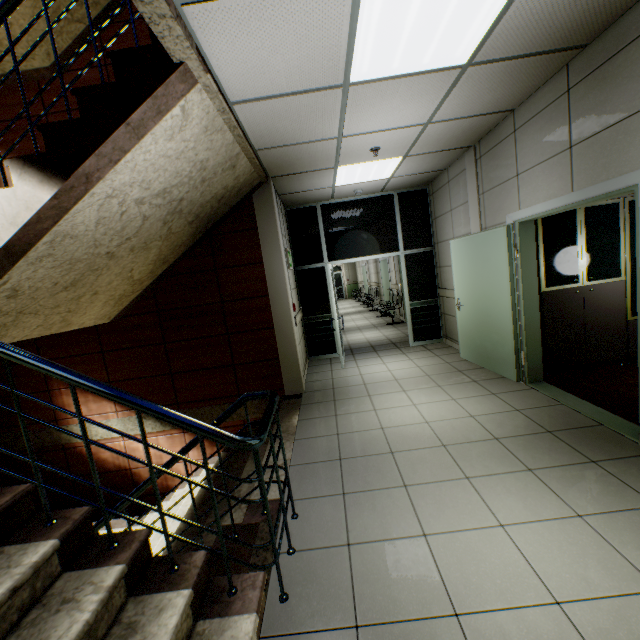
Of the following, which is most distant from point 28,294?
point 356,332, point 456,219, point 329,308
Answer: point 356,332

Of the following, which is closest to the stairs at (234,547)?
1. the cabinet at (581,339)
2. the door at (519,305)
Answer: the door at (519,305)

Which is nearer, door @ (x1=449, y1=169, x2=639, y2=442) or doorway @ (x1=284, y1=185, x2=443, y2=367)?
door @ (x1=449, y1=169, x2=639, y2=442)

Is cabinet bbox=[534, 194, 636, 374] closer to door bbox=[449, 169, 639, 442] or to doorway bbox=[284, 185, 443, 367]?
door bbox=[449, 169, 639, 442]

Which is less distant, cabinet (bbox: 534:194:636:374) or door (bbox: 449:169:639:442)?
door (bbox: 449:169:639:442)

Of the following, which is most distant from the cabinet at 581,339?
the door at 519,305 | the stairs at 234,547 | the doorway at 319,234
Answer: the stairs at 234,547

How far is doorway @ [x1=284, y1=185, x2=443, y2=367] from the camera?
6.6m

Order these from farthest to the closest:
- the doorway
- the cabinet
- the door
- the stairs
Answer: the doorway < the cabinet < the door < the stairs
